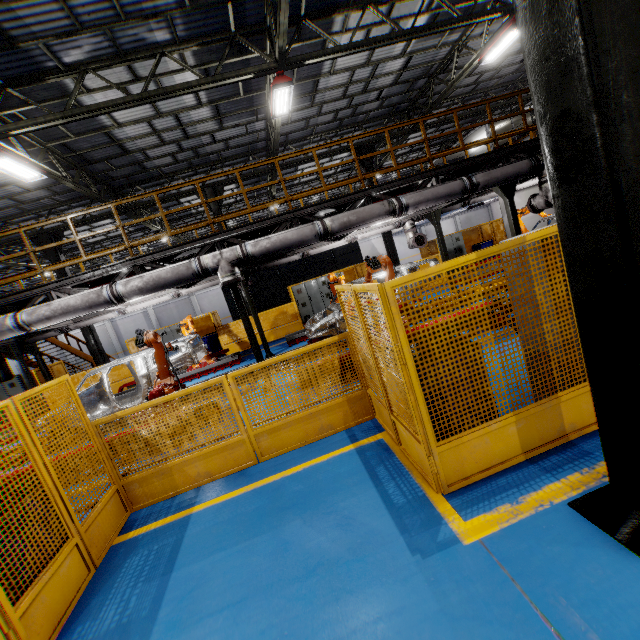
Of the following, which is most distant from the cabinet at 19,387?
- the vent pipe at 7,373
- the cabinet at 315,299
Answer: the cabinet at 315,299

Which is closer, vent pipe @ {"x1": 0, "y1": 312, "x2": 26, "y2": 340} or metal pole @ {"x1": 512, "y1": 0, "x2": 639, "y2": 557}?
metal pole @ {"x1": 512, "y1": 0, "x2": 639, "y2": 557}

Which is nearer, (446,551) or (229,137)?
(446,551)

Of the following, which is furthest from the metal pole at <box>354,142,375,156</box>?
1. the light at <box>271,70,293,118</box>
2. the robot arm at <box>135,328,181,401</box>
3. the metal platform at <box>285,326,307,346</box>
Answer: the robot arm at <box>135,328,181,401</box>

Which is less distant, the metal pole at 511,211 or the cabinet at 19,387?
the metal pole at 511,211

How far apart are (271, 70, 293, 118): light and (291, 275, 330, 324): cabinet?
8.1m

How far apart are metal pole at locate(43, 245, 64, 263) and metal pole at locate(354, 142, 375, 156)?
14.29m

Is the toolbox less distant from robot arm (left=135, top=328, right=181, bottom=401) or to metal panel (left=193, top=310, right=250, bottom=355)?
metal panel (left=193, top=310, right=250, bottom=355)
